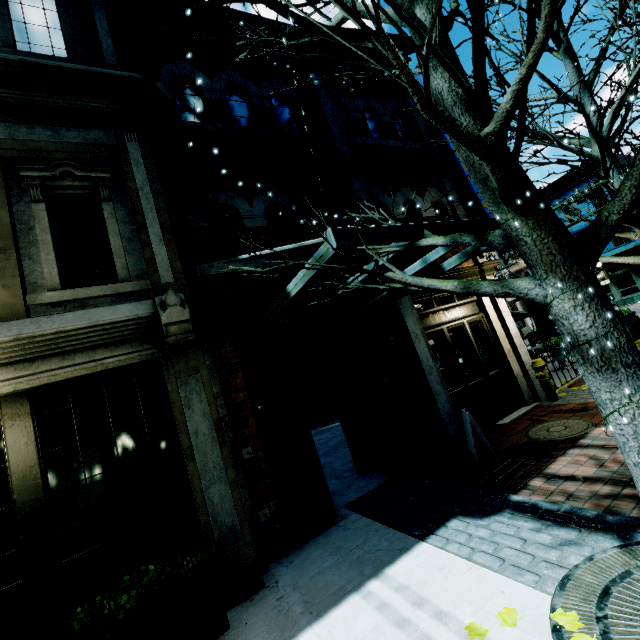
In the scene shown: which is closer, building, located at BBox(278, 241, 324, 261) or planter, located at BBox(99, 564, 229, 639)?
planter, located at BBox(99, 564, 229, 639)

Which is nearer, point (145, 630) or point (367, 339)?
point (145, 630)

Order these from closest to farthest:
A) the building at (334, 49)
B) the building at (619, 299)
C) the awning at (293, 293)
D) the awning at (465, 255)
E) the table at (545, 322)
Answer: the awning at (293, 293) < the awning at (465, 255) < the building at (334, 49) < the table at (545, 322) < the building at (619, 299)

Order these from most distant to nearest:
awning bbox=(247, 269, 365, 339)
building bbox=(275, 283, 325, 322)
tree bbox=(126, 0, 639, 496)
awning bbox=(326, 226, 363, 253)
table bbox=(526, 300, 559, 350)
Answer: table bbox=(526, 300, 559, 350) < building bbox=(275, 283, 325, 322) < awning bbox=(247, 269, 365, 339) < awning bbox=(326, 226, 363, 253) < tree bbox=(126, 0, 639, 496)

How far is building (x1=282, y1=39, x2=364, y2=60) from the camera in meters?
7.5 m

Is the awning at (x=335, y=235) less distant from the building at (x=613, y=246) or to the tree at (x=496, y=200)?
the tree at (x=496, y=200)

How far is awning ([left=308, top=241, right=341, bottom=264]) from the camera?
2.7m
